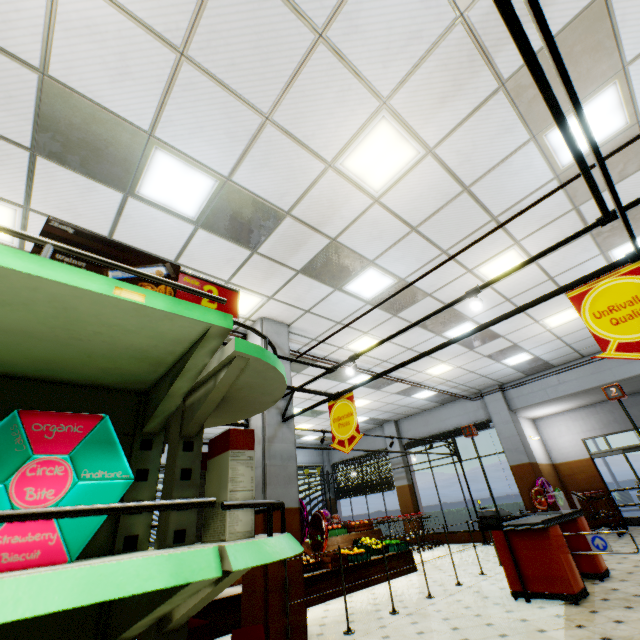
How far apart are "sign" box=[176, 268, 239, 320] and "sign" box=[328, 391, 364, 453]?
3.15m

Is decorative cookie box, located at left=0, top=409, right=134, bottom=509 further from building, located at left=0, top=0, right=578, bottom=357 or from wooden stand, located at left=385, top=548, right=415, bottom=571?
wooden stand, located at left=385, top=548, right=415, bottom=571

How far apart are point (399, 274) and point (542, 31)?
4.68m

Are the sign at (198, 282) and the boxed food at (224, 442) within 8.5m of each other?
yes

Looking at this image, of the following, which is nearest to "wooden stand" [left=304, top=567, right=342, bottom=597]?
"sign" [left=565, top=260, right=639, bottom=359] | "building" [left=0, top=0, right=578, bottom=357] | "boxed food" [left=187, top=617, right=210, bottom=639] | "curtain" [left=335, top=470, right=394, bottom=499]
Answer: "building" [left=0, top=0, right=578, bottom=357]

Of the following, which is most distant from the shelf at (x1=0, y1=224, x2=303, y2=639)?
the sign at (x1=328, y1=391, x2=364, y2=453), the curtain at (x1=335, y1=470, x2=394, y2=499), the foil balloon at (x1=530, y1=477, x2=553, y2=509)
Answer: the curtain at (x1=335, y1=470, x2=394, y2=499)

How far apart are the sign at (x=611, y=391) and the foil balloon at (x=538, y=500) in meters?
6.8 m

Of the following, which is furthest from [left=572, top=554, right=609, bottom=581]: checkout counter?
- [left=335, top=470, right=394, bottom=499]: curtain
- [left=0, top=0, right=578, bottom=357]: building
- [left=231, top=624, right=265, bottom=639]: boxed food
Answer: [left=335, top=470, right=394, bottom=499]: curtain
